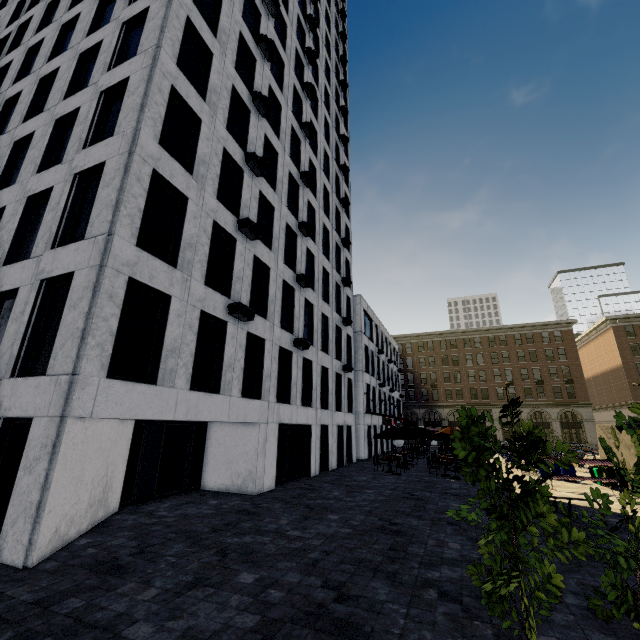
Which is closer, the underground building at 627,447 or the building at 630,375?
the underground building at 627,447

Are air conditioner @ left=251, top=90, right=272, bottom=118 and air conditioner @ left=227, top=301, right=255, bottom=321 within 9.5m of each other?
no

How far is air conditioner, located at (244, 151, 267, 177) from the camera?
15.19m

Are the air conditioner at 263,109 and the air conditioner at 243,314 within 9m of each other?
no

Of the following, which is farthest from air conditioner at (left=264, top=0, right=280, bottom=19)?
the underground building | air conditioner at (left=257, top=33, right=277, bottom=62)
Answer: the underground building

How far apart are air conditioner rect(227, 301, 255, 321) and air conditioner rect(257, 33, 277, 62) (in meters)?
15.57

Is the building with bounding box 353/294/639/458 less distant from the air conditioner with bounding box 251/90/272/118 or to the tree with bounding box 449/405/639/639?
the tree with bounding box 449/405/639/639

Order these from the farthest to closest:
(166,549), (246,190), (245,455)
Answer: (246,190) → (245,455) → (166,549)
